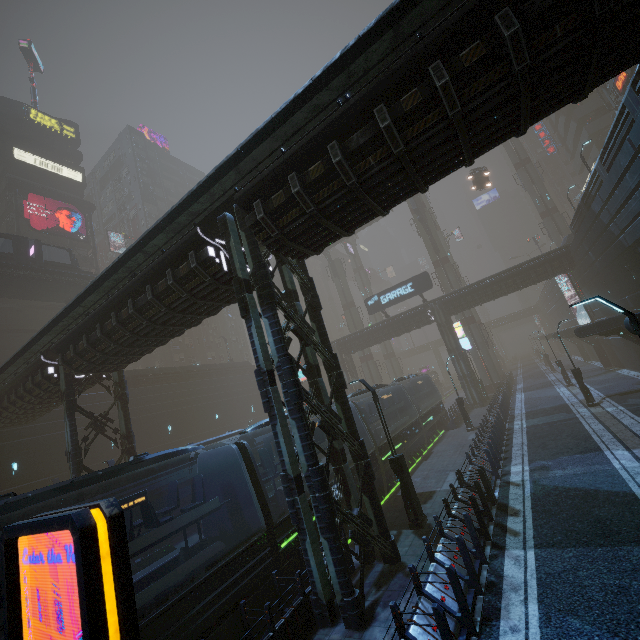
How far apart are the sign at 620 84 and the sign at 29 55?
74.3 meters

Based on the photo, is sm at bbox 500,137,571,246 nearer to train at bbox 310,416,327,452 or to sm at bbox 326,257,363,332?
sm at bbox 326,257,363,332

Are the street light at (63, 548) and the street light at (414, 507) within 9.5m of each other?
no

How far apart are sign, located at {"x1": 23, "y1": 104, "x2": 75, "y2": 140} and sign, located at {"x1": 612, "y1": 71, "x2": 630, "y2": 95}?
67.6 meters

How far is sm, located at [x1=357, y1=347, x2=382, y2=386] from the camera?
49.3m

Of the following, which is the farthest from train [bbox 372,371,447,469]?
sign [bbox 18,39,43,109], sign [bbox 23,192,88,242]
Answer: sign [bbox 18,39,43,109]

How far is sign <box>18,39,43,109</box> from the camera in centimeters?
4741cm

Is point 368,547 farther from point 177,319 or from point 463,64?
point 463,64
